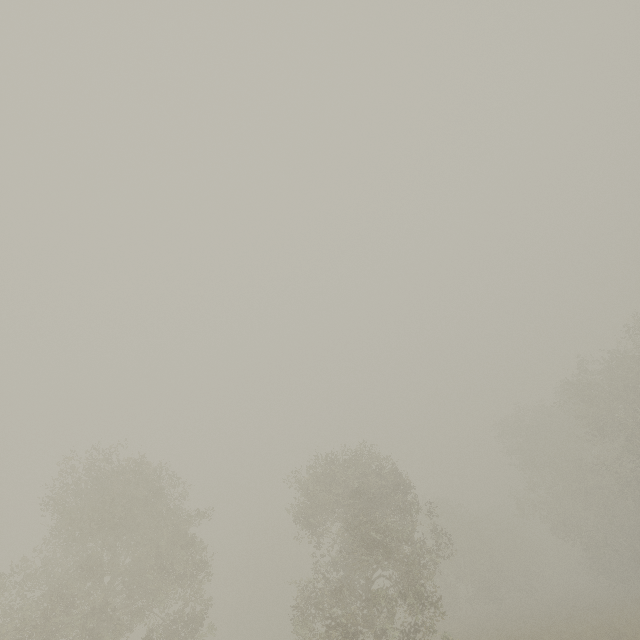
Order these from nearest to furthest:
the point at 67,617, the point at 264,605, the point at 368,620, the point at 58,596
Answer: the point at 58,596 < the point at 67,617 < the point at 368,620 < the point at 264,605
